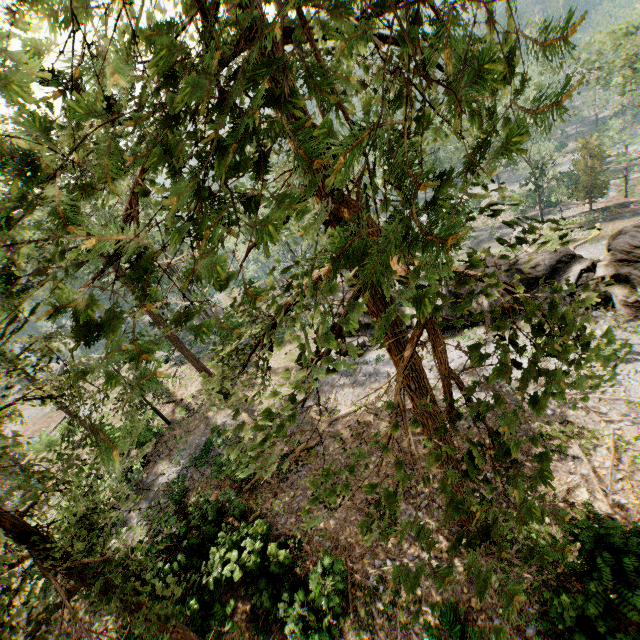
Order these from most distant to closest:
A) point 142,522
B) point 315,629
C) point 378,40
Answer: point 142,522 → point 315,629 → point 378,40

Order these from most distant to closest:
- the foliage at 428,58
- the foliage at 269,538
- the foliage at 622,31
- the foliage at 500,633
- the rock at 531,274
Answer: the foliage at 622,31 → the rock at 531,274 → the foliage at 269,538 → the foliage at 500,633 → the foliage at 428,58

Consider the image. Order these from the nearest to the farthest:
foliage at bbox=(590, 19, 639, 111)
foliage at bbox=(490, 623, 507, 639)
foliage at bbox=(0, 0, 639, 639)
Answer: foliage at bbox=(0, 0, 639, 639) → foliage at bbox=(490, 623, 507, 639) → foliage at bbox=(590, 19, 639, 111)

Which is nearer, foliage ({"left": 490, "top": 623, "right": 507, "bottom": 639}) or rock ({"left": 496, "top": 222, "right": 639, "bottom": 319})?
foliage ({"left": 490, "top": 623, "right": 507, "bottom": 639})

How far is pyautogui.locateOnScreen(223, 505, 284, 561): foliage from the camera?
12.3 meters

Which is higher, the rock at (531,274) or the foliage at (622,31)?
the foliage at (622,31)

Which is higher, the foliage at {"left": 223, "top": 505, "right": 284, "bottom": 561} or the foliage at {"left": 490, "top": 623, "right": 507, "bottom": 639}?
the foliage at {"left": 490, "top": 623, "right": 507, "bottom": 639}

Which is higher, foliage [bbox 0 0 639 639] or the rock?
foliage [bbox 0 0 639 639]
